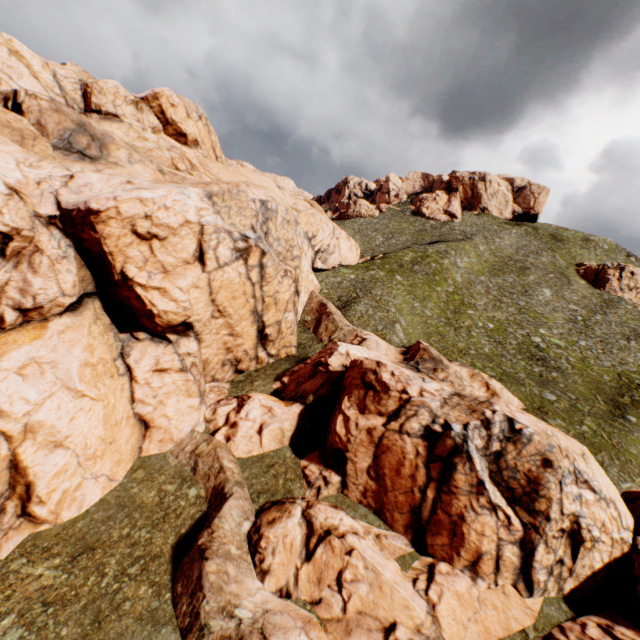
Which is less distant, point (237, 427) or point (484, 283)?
point (237, 427)

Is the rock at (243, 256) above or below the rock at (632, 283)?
below

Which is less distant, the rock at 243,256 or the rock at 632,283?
the rock at 243,256

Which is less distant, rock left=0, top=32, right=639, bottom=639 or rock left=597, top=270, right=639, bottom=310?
rock left=0, top=32, right=639, bottom=639

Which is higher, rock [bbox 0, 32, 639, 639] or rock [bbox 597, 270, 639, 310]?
rock [bbox 597, 270, 639, 310]
